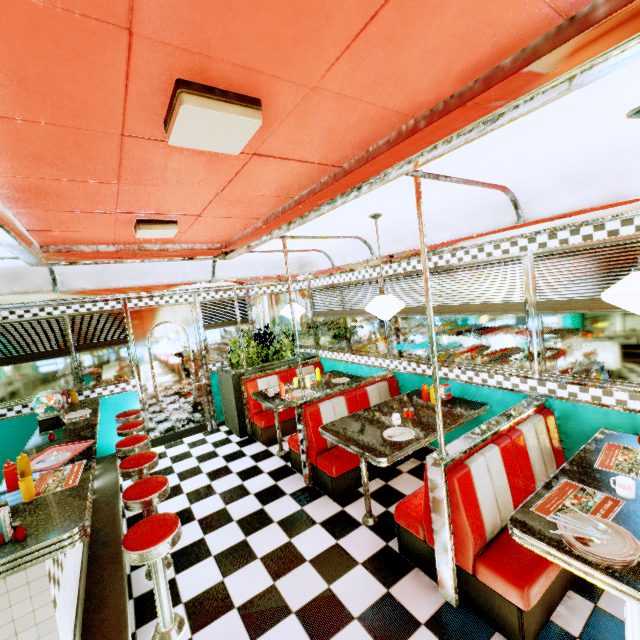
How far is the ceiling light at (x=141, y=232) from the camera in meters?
2.9

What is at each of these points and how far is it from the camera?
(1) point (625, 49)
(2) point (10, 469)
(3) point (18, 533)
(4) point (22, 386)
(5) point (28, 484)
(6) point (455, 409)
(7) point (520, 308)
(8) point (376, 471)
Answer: (1) trim, 1.03m
(2) sauce bottle, 2.42m
(3) salt and pepper shaker, 1.84m
(4) window, 4.80m
(5) plastic cup, 2.27m
(6) table, 3.58m
(7) blinds, 3.19m
(8) seat, 4.00m

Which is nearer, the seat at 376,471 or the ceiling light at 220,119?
the ceiling light at 220,119

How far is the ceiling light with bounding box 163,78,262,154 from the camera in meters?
1.2

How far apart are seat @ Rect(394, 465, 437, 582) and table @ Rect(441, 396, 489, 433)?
0.33m

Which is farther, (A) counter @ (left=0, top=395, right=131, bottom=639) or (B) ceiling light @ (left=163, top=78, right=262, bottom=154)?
(A) counter @ (left=0, top=395, right=131, bottom=639)

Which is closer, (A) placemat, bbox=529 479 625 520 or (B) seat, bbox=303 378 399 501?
(A) placemat, bbox=529 479 625 520

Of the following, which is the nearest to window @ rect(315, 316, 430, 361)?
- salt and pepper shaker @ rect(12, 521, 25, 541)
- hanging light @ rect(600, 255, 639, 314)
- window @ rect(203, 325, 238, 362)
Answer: hanging light @ rect(600, 255, 639, 314)
